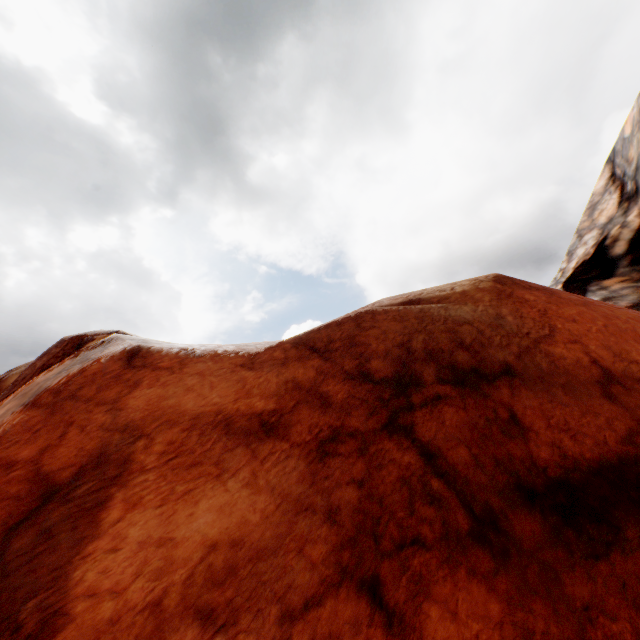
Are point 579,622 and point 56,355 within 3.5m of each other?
no
